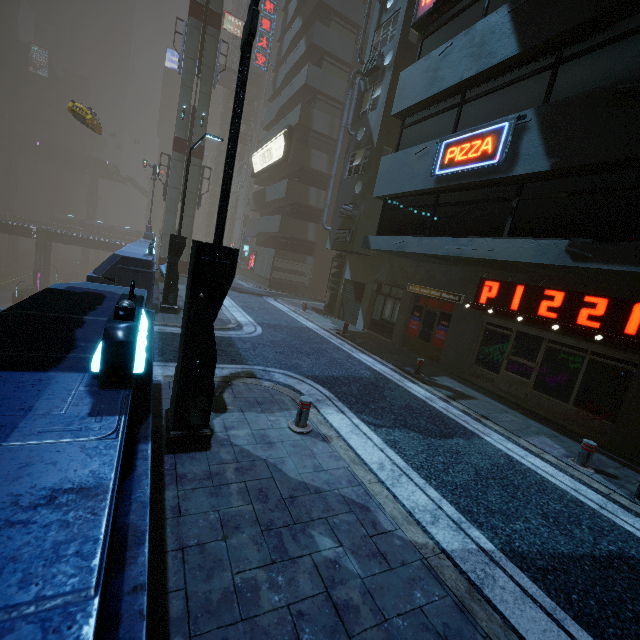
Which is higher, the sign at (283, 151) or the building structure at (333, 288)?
the sign at (283, 151)

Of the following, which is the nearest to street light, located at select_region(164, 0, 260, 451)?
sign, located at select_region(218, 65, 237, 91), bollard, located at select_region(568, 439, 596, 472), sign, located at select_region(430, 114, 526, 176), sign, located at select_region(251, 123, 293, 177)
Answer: sign, located at select_region(430, 114, 526, 176)

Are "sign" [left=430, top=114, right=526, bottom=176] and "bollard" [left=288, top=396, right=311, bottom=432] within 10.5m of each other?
yes

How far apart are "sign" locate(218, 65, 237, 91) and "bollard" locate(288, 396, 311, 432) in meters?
60.2

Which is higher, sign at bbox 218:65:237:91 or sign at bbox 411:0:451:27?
sign at bbox 218:65:237:91

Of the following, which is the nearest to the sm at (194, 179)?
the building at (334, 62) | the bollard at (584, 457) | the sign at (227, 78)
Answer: the building at (334, 62)

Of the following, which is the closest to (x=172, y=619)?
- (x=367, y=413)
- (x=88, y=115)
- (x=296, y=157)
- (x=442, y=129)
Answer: (x=367, y=413)

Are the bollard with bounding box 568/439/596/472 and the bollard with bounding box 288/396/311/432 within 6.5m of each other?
yes
